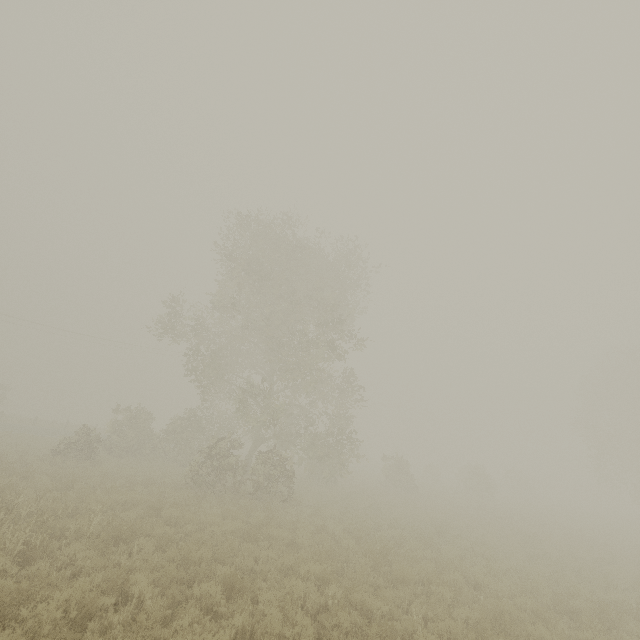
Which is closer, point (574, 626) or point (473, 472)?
point (574, 626)

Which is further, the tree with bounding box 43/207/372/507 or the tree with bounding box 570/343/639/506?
the tree with bounding box 570/343/639/506

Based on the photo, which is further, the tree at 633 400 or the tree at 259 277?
the tree at 633 400

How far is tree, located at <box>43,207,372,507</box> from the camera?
17.5m

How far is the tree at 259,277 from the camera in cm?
1745
